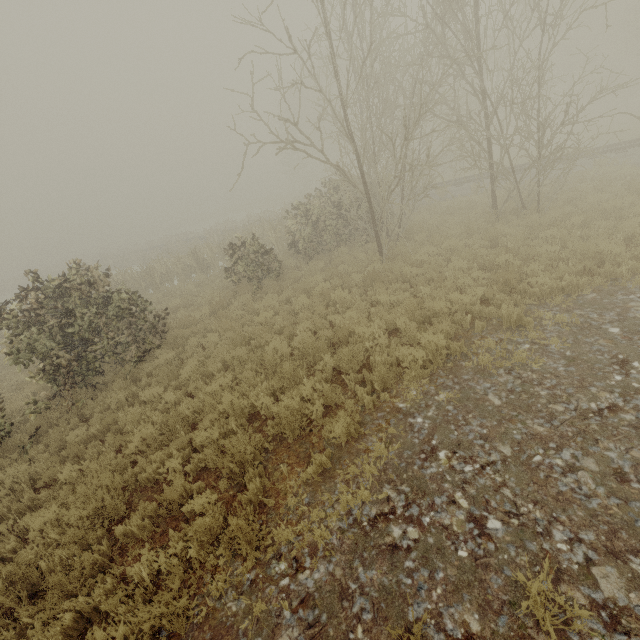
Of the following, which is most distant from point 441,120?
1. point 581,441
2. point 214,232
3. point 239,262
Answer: point 214,232
